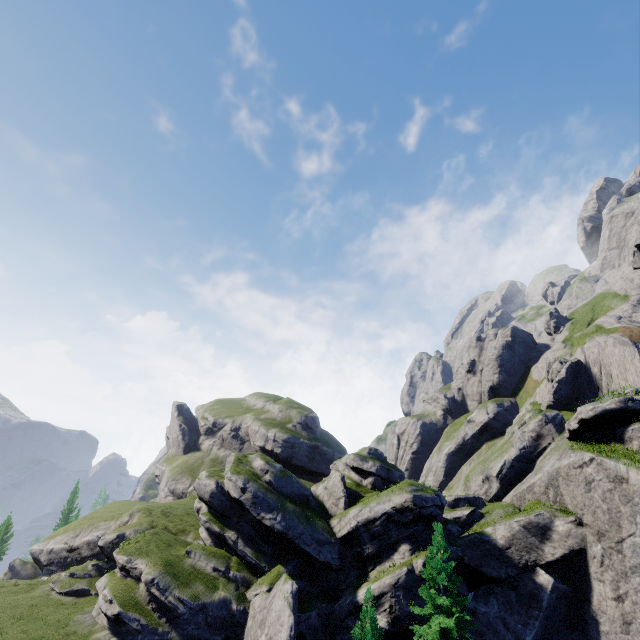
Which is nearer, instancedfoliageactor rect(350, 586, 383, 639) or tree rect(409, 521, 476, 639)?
instancedfoliageactor rect(350, 586, 383, 639)

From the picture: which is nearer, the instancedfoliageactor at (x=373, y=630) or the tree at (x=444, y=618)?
the instancedfoliageactor at (x=373, y=630)

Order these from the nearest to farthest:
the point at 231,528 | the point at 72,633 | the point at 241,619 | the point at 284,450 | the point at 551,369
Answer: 1. the point at 72,633
2. the point at 241,619
3. the point at 231,528
4. the point at 551,369
5. the point at 284,450
